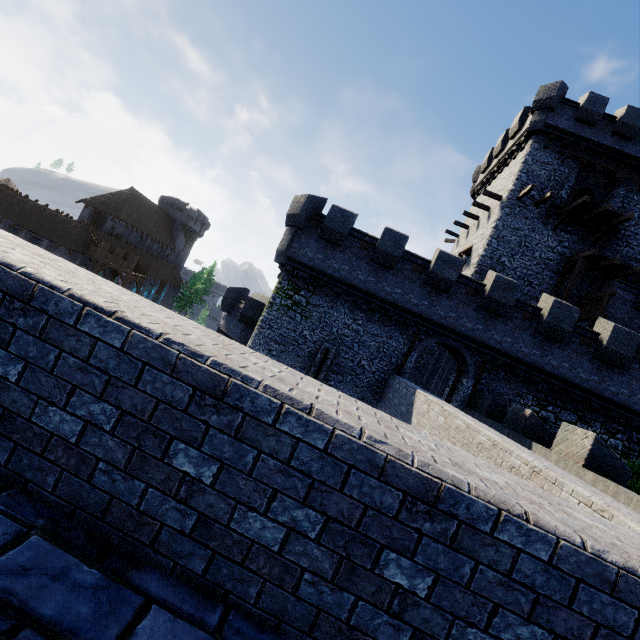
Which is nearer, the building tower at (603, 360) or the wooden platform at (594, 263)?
the building tower at (603, 360)

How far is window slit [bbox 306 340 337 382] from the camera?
17.0 meters

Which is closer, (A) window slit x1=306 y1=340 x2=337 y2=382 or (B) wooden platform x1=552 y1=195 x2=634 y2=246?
(A) window slit x1=306 y1=340 x2=337 y2=382

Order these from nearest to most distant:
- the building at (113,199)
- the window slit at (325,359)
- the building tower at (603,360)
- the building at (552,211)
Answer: the building tower at (603,360) → the window slit at (325,359) → the building at (552,211) → the building at (113,199)

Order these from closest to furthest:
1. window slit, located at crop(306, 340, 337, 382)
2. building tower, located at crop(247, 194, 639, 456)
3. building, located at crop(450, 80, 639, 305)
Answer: building tower, located at crop(247, 194, 639, 456) < window slit, located at crop(306, 340, 337, 382) < building, located at crop(450, 80, 639, 305)

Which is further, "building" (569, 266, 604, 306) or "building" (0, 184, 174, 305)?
"building" (0, 184, 174, 305)

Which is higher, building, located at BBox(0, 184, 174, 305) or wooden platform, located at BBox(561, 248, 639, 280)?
wooden platform, located at BBox(561, 248, 639, 280)

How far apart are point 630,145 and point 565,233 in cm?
693
